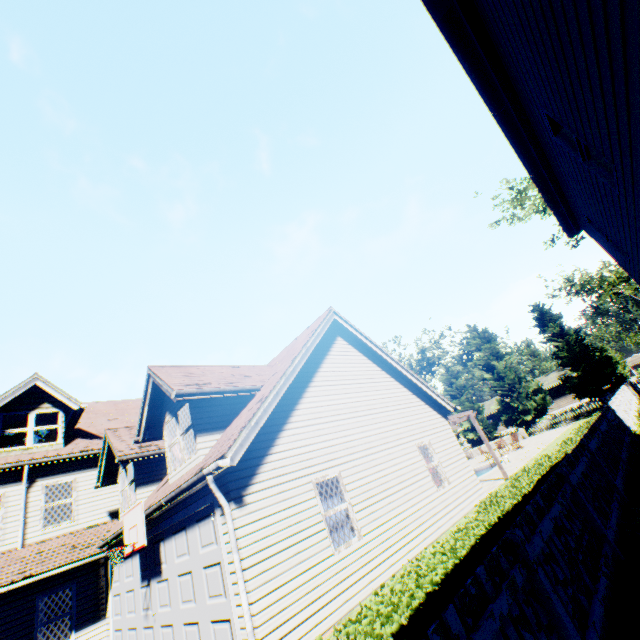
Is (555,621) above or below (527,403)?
below

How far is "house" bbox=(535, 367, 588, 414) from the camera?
49.0m

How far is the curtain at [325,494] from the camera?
8.0m

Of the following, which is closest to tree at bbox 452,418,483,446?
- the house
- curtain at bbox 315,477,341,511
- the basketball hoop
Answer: the house

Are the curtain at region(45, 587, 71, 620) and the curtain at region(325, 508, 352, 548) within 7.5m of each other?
no

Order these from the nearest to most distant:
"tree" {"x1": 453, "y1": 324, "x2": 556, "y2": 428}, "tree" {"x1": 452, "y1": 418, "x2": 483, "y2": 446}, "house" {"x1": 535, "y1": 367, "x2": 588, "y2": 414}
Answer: "tree" {"x1": 453, "y1": 324, "x2": 556, "y2": 428}
"tree" {"x1": 452, "y1": 418, "x2": 483, "y2": 446}
"house" {"x1": 535, "y1": 367, "x2": 588, "y2": 414}

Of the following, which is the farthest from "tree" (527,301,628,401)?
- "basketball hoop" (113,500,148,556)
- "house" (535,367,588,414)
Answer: "basketball hoop" (113,500,148,556)

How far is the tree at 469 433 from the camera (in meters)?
37.28
